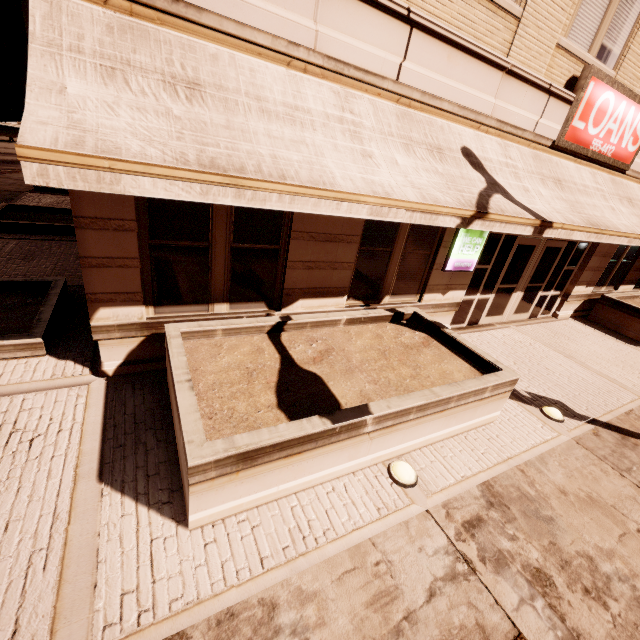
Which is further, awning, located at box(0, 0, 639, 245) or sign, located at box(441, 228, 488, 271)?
sign, located at box(441, 228, 488, 271)

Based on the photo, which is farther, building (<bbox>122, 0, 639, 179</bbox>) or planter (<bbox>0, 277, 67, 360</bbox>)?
planter (<bbox>0, 277, 67, 360</bbox>)

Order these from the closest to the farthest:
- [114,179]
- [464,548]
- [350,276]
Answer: [114,179] < [464,548] < [350,276]

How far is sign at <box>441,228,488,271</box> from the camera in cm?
686

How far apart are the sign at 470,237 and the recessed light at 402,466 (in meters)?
4.40

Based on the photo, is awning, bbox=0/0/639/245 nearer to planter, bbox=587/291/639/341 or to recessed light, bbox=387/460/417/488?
planter, bbox=587/291/639/341

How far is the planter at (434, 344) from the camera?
3.2m

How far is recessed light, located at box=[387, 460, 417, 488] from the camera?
4.1 meters
